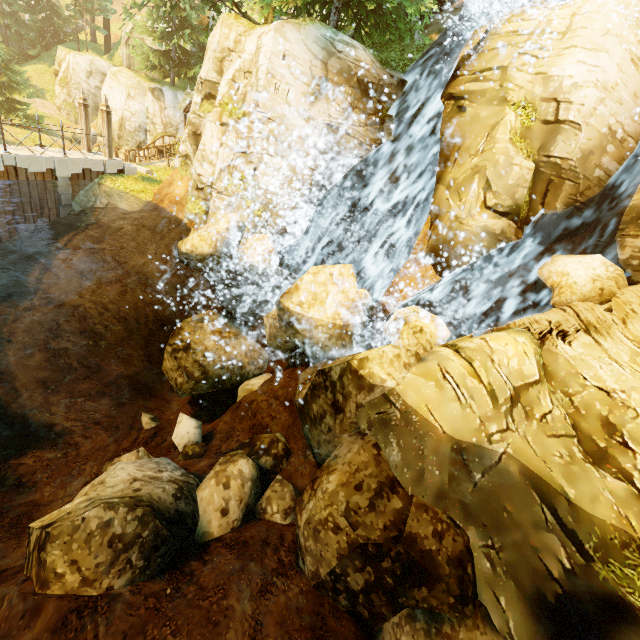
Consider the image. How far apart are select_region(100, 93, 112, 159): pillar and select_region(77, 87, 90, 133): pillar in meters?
1.0

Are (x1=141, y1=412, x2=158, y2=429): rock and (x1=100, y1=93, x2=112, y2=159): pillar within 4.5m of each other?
no

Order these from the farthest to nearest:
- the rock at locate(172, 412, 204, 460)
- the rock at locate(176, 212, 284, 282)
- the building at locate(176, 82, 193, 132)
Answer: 1. the building at locate(176, 82, 193, 132)
2. the rock at locate(176, 212, 284, 282)
3. the rock at locate(172, 412, 204, 460)

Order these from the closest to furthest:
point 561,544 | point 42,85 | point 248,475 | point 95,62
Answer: point 561,544 → point 248,475 → point 95,62 → point 42,85

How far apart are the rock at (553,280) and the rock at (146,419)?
12.8m

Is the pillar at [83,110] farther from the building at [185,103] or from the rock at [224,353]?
the rock at [224,353]

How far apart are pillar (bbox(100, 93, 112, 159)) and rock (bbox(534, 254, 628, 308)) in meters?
19.1

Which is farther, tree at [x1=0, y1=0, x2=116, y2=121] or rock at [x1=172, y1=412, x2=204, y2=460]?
tree at [x1=0, y1=0, x2=116, y2=121]
